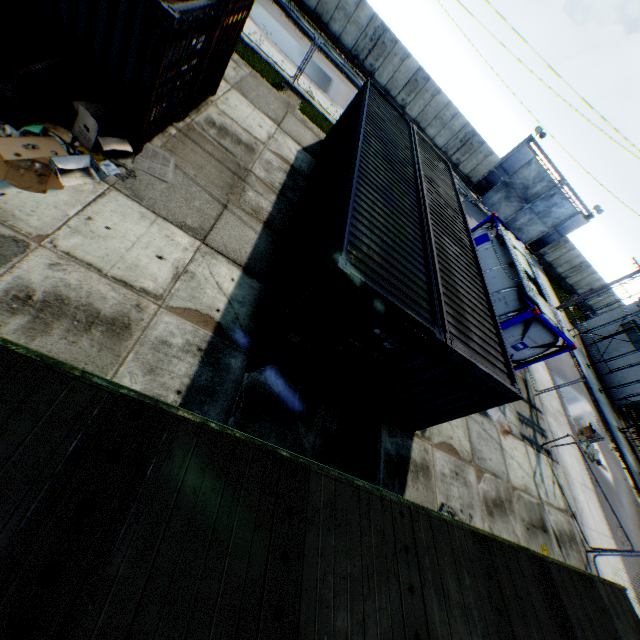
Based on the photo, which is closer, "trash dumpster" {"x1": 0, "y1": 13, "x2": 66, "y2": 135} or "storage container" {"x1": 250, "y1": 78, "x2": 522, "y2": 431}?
"trash dumpster" {"x1": 0, "y1": 13, "x2": 66, "y2": 135}

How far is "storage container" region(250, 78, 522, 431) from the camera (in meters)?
5.89

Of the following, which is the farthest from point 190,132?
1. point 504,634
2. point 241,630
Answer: point 504,634

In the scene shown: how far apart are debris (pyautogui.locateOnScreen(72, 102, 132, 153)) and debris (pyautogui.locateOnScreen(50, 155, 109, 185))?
0.3 meters

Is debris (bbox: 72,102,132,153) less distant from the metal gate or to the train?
the train

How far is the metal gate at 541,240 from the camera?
29.05m

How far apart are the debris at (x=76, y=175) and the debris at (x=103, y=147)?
0.3 meters

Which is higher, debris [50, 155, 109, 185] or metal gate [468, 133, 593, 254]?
metal gate [468, 133, 593, 254]
